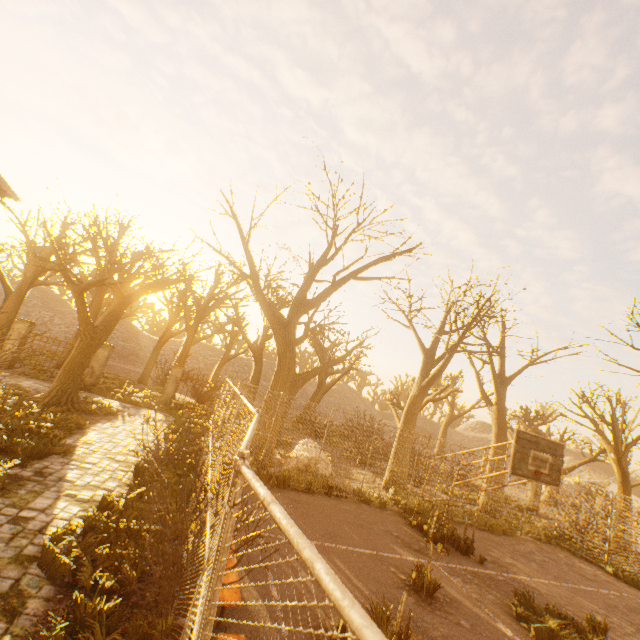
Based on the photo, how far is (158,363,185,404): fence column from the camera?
18.5m

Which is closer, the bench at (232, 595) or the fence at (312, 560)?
the fence at (312, 560)

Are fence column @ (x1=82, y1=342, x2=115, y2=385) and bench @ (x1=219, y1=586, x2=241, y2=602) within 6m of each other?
no

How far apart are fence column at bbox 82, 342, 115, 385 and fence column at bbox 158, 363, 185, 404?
3.25m

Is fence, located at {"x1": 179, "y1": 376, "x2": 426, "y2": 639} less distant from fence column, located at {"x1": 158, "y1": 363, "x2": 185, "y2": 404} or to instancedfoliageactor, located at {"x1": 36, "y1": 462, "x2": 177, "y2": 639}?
instancedfoliageactor, located at {"x1": 36, "y1": 462, "x2": 177, "y2": 639}

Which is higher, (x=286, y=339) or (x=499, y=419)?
(x=286, y=339)

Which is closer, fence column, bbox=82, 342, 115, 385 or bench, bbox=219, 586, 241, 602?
bench, bbox=219, 586, 241, 602

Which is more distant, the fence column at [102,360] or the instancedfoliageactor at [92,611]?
the fence column at [102,360]
